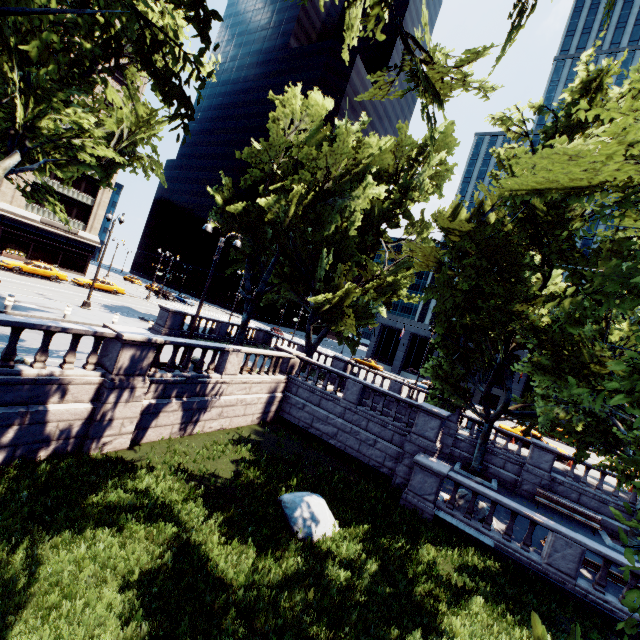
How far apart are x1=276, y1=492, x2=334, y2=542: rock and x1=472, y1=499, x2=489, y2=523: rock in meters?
6.1

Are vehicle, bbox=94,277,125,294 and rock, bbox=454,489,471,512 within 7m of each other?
no

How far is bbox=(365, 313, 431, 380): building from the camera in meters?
55.6

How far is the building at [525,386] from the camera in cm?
4691

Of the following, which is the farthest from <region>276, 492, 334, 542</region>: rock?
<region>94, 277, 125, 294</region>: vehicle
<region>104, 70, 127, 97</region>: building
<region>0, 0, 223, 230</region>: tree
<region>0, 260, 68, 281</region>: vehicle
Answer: <region>104, 70, 127, 97</region>: building

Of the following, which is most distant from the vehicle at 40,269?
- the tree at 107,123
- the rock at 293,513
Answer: the rock at 293,513

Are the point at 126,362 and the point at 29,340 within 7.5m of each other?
yes
